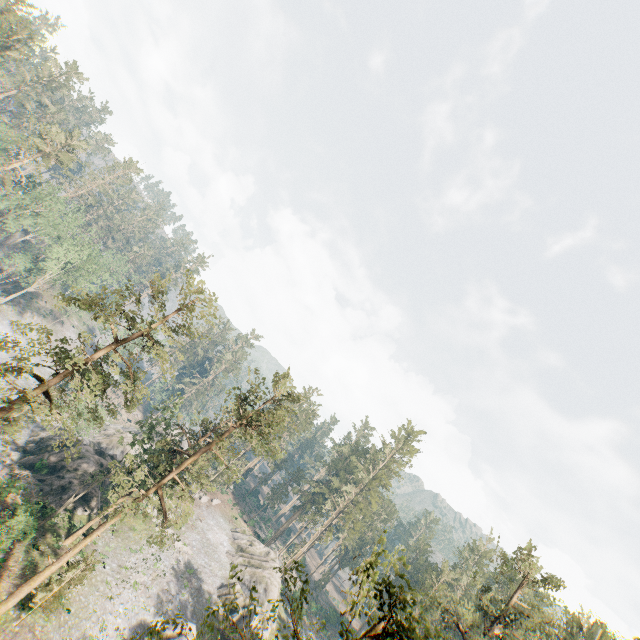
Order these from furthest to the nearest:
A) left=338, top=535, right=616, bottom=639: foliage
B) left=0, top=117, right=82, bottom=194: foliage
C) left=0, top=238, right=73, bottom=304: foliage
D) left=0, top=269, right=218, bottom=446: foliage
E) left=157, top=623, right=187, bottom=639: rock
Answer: left=0, top=238, right=73, bottom=304: foliage, left=0, top=117, right=82, bottom=194: foliage, left=157, top=623, right=187, bottom=639: rock, left=0, top=269, right=218, bottom=446: foliage, left=338, top=535, right=616, bottom=639: foliage

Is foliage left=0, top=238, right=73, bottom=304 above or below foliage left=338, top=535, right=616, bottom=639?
below

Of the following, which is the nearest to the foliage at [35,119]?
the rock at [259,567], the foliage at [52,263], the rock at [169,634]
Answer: the rock at [169,634]

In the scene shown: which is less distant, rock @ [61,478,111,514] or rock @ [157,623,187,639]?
rock @ [157,623,187,639]

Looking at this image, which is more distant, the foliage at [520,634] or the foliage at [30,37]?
the foliage at [30,37]

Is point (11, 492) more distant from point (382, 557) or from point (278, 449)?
point (382, 557)

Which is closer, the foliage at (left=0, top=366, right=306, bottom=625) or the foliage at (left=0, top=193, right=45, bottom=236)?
the foliage at (left=0, top=366, right=306, bottom=625)
